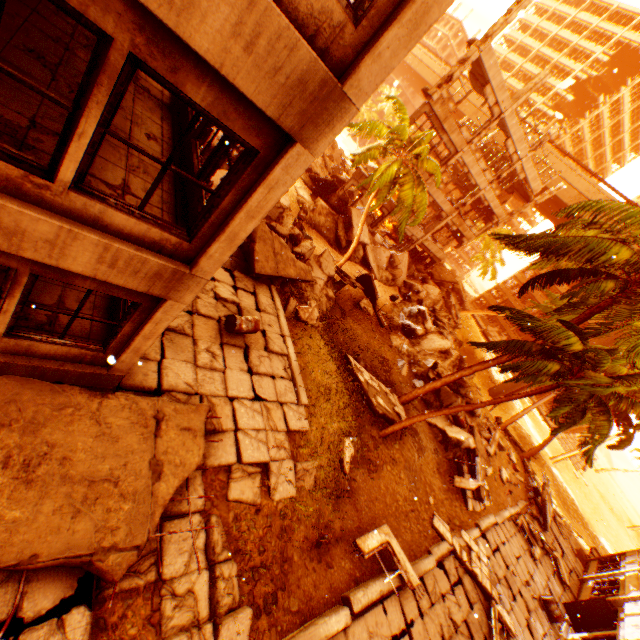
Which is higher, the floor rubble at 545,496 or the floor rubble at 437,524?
the floor rubble at 545,496

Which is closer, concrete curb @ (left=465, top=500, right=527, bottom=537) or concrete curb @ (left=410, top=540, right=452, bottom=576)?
concrete curb @ (left=410, top=540, right=452, bottom=576)

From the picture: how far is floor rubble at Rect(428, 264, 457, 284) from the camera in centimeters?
3444cm

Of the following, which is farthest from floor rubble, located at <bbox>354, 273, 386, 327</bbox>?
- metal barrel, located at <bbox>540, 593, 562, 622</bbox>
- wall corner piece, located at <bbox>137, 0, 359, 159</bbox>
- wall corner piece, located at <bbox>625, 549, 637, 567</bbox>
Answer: wall corner piece, located at <bbox>625, 549, 637, 567</bbox>

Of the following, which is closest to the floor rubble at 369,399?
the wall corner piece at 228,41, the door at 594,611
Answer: the door at 594,611

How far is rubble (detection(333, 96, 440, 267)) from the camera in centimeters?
1532cm

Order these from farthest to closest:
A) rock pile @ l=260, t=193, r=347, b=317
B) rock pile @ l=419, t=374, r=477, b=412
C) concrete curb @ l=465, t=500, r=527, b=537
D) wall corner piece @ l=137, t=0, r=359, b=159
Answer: rock pile @ l=419, t=374, r=477, b=412, concrete curb @ l=465, t=500, r=527, b=537, rock pile @ l=260, t=193, r=347, b=317, wall corner piece @ l=137, t=0, r=359, b=159

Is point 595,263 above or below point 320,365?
above
